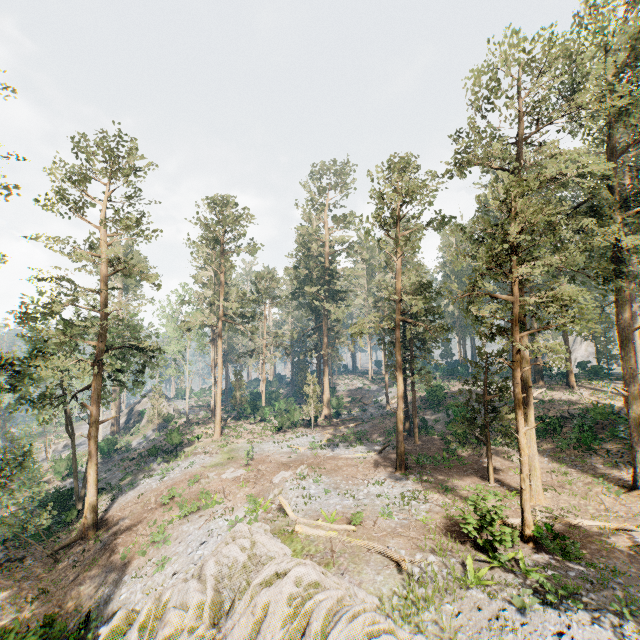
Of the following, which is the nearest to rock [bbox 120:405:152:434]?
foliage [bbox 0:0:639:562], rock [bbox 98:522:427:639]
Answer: foliage [bbox 0:0:639:562]

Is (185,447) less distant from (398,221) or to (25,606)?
(25,606)

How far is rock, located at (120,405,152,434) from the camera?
53.7m

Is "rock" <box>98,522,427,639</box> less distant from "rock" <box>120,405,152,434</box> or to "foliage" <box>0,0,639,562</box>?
"foliage" <box>0,0,639,562</box>

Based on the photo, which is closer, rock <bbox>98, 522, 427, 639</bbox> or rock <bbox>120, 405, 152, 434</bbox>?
rock <bbox>98, 522, 427, 639</bbox>

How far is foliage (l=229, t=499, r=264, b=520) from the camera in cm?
1963

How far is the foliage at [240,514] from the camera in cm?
1963

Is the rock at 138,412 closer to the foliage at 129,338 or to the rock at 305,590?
the foliage at 129,338
